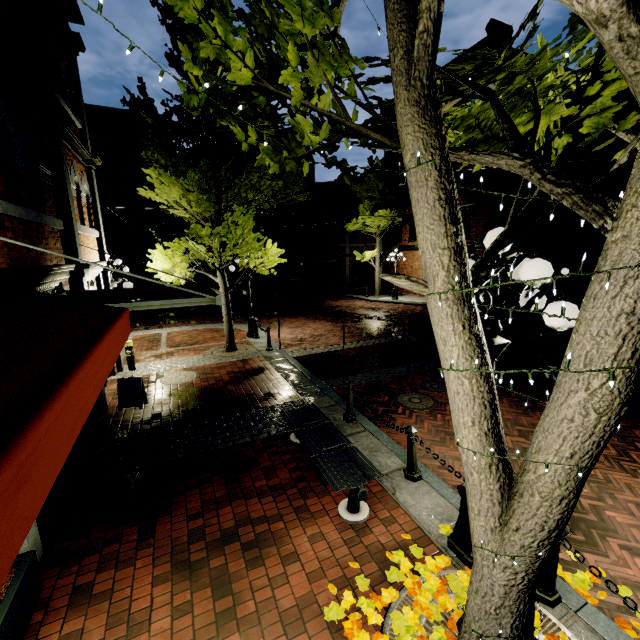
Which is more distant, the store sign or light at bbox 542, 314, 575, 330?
the store sign

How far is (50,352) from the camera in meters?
1.6

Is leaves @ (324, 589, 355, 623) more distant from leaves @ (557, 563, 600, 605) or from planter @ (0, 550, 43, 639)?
planter @ (0, 550, 43, 639)

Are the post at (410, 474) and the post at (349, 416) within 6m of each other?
yes

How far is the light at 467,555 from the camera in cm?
360

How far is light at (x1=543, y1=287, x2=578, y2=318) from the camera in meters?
2.5

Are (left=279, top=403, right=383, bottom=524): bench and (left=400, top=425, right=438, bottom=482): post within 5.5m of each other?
yes

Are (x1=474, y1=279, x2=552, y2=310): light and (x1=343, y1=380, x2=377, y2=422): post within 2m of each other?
no
